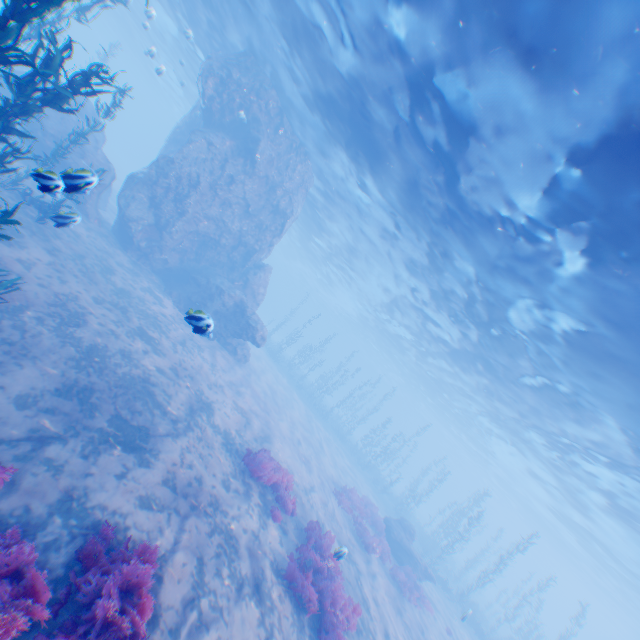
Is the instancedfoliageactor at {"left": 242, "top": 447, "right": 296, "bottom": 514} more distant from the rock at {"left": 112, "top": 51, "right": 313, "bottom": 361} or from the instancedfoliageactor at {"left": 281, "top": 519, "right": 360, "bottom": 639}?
the rock at {"left": 112, "top": 51, "right": 313, "bottom": 361}

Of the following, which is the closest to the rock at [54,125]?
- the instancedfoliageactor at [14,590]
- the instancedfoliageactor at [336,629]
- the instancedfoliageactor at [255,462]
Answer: the instancedfoliageactor at [14,590]

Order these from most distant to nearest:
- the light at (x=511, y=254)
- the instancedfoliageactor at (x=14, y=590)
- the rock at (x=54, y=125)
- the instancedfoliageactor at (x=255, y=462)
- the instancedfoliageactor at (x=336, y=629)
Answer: the rock at (x=54, y=125) < the instancedfoliageactor at (x=255, y=462) < the instancedfoliageactor at (x=336, y=629) < the light at (x=511, y=254) < the instancedfoliageactor at (x=14, y=590)

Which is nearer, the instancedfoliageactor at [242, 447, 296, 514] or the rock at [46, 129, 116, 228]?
the rock at [46, 129, 116, 228]

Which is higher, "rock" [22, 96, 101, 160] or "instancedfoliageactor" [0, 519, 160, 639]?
"rock" [22, 96, 101, 160]

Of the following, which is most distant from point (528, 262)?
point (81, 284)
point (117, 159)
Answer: point (117, 159)

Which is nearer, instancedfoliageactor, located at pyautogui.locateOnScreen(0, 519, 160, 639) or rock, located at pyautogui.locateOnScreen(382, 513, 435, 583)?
instancedfoliageactor, located at pyautogui.locateOnScreen(0, 519, 160, 639)

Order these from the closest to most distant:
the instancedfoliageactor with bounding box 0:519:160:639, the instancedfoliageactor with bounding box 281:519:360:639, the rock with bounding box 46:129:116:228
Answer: the instancedfoliageactor with bounding box 0:519:160:639, the rock with bounding box 46:129:116:228, the instancedfoliageactor with bounding box 281:519:360:639
